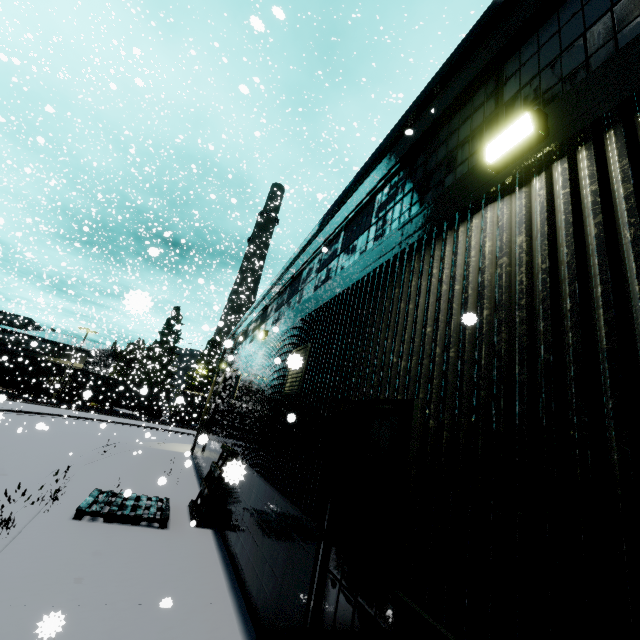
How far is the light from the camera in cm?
261

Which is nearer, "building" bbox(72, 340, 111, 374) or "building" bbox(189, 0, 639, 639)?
"building" bbox(189, 0, 639, 639)

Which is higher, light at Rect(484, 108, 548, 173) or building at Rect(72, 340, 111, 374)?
building at Rect(72, 340, 111, 374)

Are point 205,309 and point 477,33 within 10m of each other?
no

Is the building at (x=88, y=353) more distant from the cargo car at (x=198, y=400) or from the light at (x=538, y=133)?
the cargo car at (x=198, y=400)

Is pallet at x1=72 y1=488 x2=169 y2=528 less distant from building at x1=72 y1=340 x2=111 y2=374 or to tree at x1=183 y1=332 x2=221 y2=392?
building at x1=72 y1=340 x2=111 y2=374

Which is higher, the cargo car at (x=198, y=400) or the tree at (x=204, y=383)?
the tree at (x=204, y=383)

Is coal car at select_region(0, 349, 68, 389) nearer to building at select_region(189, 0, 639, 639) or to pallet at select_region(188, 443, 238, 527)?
building at select_region(189, 0, 639, 639)
